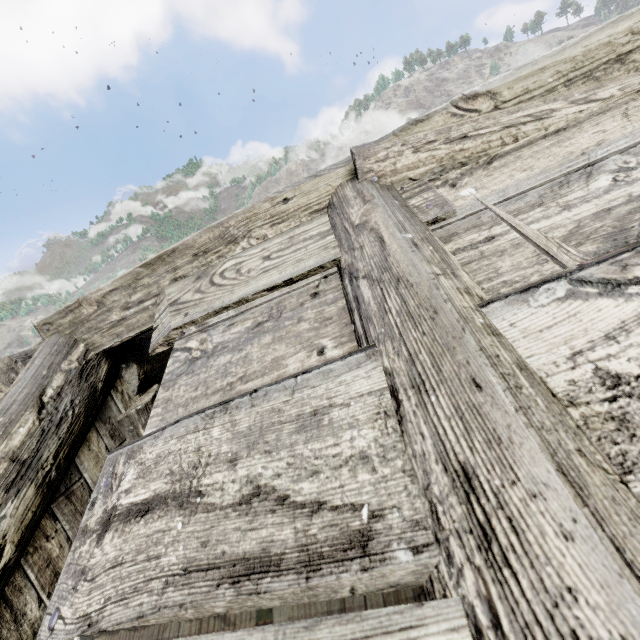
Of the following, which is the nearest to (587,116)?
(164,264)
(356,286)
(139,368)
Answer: (356,286)
